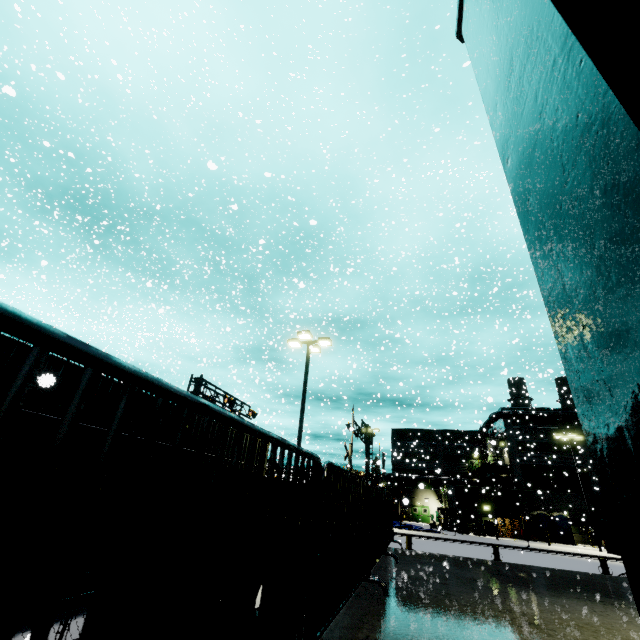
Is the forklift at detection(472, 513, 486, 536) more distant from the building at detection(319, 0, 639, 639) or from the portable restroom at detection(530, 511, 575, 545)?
the portable restroom at detection(530, 511, 575, 545)

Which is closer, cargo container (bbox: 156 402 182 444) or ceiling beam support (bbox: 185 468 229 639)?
ceiling beam support (bbox: 185 468 229 639)

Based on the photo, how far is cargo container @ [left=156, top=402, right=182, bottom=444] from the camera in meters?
8.2

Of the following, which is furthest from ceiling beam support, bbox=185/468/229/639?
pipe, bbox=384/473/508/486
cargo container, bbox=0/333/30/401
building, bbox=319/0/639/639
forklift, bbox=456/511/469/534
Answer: forklift, bbox=456/511/469/534

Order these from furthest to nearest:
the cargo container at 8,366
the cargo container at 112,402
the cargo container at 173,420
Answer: the cargo container at 173,420 < the cargo container at 112,402 < the cargo container at 8,366

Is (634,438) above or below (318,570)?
above

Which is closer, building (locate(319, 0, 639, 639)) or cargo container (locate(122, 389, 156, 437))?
building (locate(319, 0, 639, 639))

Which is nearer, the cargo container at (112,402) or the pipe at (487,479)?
the cargo container at (112,402)
